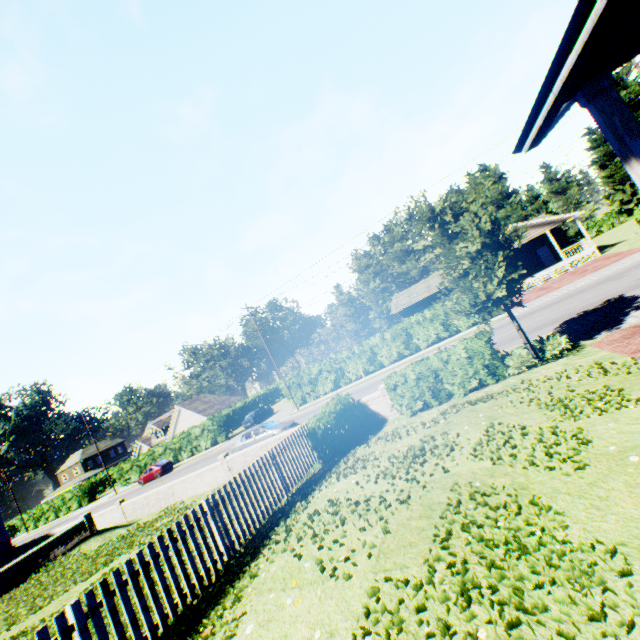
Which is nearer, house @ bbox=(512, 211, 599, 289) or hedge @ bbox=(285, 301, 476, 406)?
hedge @ bbox=(285, 301, 476, 406)

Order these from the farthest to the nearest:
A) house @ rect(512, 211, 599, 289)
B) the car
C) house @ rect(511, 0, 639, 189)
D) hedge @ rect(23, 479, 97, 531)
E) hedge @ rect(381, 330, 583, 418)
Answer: hedge @ rect(23, 479, 97, 531), the car, house @ rect(512, 211, 599, 289), hedge @ rect(381, 330, 583, 418), house @ rect(511, 0, 639, 189)

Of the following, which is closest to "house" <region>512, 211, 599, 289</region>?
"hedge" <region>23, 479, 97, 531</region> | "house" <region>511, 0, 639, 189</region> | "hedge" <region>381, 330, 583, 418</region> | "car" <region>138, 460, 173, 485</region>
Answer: "hedge" <region>381, 330, 583, 418</region>

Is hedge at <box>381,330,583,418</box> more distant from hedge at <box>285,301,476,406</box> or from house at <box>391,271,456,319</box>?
house at <box>391,271,456,319</box>

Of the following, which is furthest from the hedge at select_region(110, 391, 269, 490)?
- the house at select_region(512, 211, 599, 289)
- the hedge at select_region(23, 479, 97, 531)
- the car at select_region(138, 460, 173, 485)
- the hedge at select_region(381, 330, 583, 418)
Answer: the hedge at select_region(381, 330, 583, 418)

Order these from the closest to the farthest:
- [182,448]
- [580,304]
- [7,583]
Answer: [7,583], [580,304], [182,448]

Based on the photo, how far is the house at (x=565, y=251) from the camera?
31.0m

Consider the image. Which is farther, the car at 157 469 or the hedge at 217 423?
the hedge at 217 423
